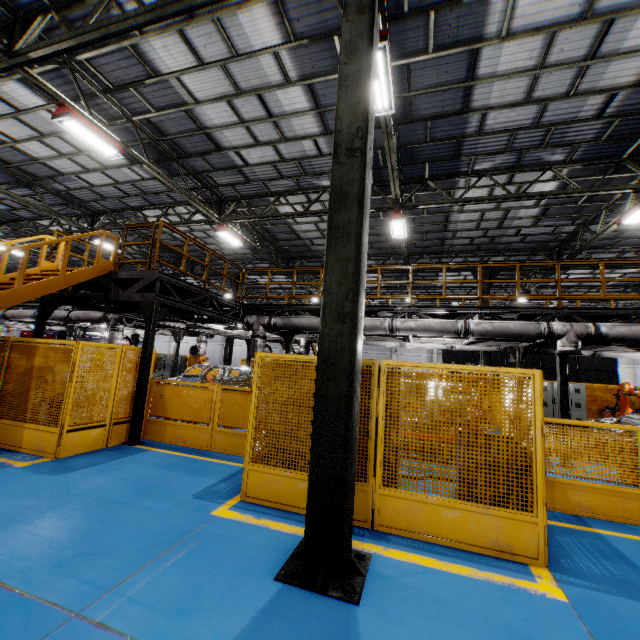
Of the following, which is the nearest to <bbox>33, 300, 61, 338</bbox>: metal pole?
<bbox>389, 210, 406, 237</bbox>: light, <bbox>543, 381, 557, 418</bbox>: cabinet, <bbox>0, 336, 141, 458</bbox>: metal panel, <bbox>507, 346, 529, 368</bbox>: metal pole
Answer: <bbox>0, 336, 141, 458</bbox>: metal panel

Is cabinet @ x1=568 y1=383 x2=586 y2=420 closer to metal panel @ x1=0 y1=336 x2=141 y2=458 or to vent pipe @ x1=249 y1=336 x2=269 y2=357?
metal panel @ x1=0 y1=336 x2=141 y2=458

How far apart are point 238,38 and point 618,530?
11.57m

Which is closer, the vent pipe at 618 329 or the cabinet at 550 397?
the vent pipe at 618 329

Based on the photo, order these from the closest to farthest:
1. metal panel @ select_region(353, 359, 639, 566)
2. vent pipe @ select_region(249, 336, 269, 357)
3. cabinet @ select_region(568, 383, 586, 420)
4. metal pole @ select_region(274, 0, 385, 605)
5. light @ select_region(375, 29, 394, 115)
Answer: metal pole @ select_region(274, 0, 385, 605), metal panel @ select_region(353, 359, 639, 566), light @ select_region(375, 29, 394, 115), vent pipe @ select_region(249, 336, 269, 357), cabinet @ select_region(568, 383, 586, 420)

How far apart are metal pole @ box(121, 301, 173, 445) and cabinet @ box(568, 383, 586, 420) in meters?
17.1 m

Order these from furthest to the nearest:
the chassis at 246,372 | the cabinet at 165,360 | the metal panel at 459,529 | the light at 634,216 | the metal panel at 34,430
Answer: the cabinet at 165,360
the chassis at 246,372
the light at 634,216
the metal panel at 34,430
the metal panel at 459,529

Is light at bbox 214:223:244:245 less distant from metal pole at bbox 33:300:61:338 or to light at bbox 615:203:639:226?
metal pole at bbox 33:300:61:338
